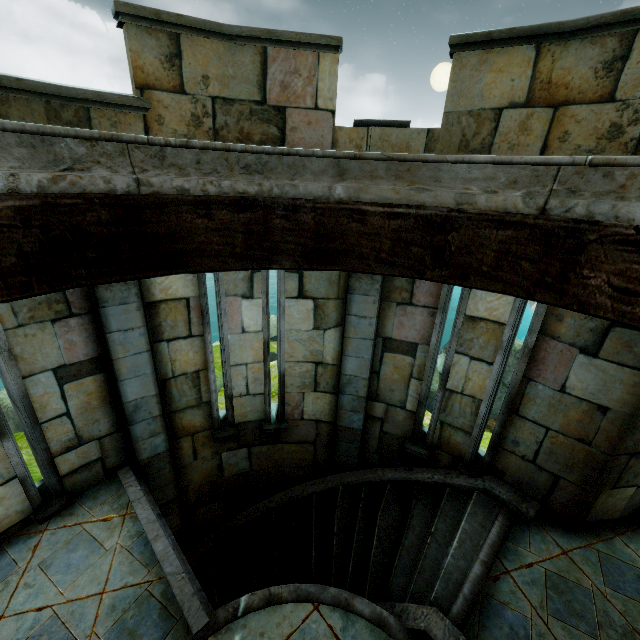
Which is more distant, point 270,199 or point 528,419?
point 528,419
